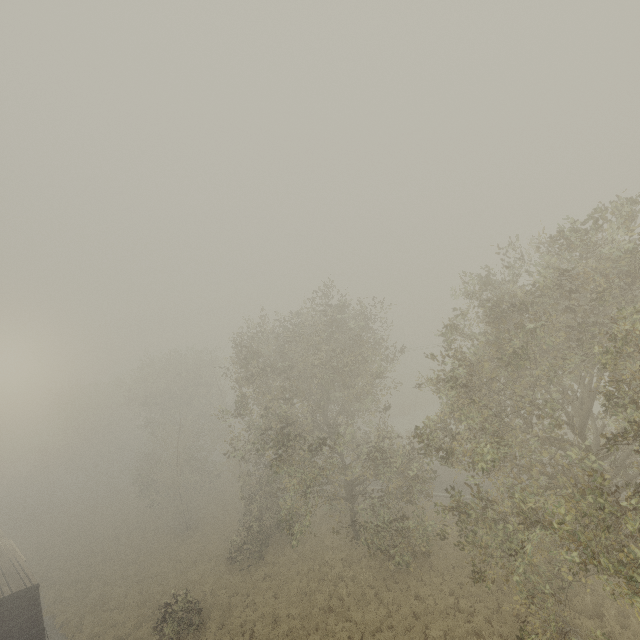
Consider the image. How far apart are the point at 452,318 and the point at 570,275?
6.9m
